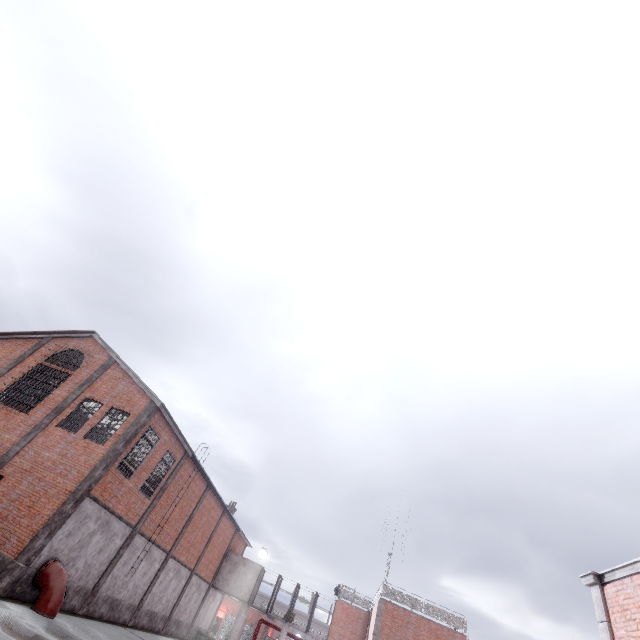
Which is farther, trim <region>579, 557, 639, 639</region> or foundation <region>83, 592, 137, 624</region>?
foundation <region>83, 592, 137, 624</region>

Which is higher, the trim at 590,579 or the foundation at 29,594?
the trim at 590,579

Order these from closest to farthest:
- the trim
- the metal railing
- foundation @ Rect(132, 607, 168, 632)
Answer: the trim → foundation @ Rect(132, 607, 168, 632) → the metal railing

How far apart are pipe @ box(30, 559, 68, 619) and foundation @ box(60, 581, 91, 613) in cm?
5

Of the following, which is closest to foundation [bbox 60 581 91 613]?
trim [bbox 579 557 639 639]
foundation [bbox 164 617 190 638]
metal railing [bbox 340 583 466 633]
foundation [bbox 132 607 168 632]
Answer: foundation [bbox 132 607 168 632]

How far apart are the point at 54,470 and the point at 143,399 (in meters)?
4.94

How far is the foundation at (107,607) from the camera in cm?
1733

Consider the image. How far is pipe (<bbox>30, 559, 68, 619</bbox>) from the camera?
13.0 meters
